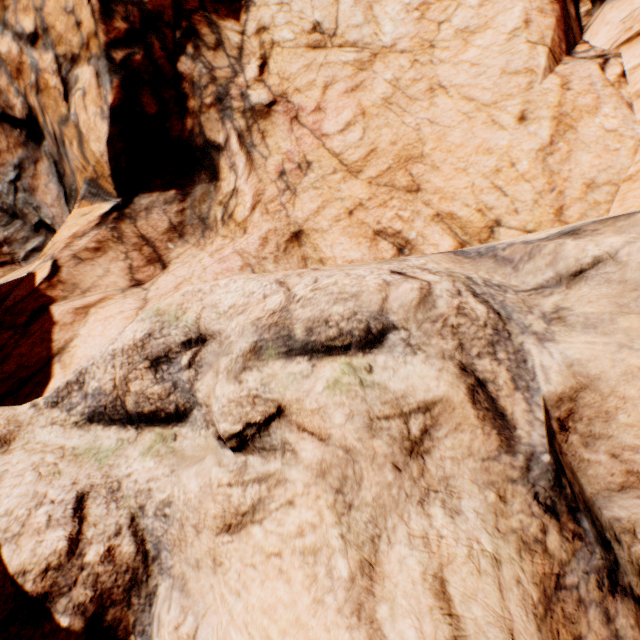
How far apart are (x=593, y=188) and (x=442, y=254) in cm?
616
